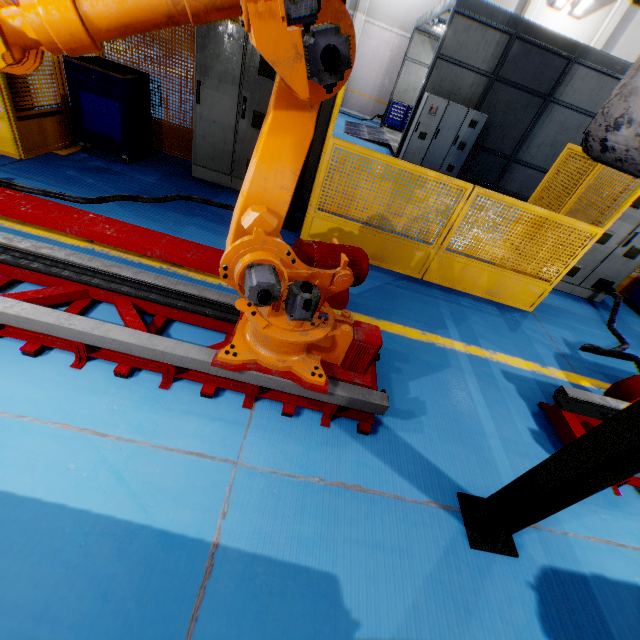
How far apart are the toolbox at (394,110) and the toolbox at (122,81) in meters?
14.8

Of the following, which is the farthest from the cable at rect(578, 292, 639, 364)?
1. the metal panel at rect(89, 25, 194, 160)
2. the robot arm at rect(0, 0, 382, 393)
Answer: the robot arm at rect(0, 0, 382, 393)

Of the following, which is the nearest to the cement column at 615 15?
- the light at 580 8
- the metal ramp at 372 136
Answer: the light at 580 8

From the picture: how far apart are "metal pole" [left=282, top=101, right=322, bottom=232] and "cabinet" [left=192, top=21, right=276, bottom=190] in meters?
0.6

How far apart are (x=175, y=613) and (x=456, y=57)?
13.7 meters

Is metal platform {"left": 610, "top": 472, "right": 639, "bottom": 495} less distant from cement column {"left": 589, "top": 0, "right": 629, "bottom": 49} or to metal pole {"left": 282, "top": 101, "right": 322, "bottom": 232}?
metal pole {"left": 282, "top": 101, "right": 322, "bottom": 232}

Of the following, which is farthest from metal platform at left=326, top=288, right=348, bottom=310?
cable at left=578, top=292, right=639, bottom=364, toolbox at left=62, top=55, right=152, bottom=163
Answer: cable at left=578, top=292, right=639, bottom=364

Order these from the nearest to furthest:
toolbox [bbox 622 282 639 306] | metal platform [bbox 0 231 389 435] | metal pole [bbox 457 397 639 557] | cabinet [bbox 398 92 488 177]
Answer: metal pole [bbox 457 397 639 557], metal platform [bbox 0 231 389 435], toolbox [bbox 622 282 639 306], cabinet [bbox 398 92 488 177]
